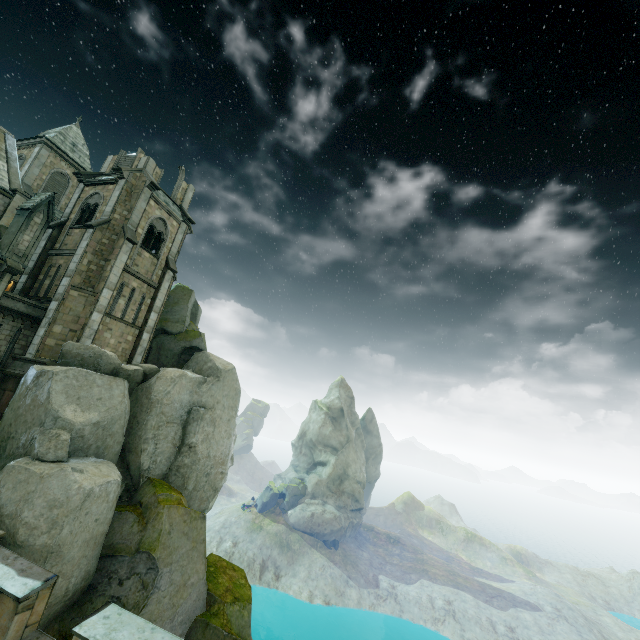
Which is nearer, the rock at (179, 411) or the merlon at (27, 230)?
the rock at (179, 411)

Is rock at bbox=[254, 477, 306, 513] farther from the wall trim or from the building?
the wall trim

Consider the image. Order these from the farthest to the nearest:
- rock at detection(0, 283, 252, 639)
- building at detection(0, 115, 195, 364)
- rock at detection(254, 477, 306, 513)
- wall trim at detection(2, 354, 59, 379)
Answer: rock at detection(254, 477, 306, 513) → building at detection(0, 115, 195, 364) → wall trim at detection(2, 354, 59, 379) → rock at detection(0, 283, 252, 639)

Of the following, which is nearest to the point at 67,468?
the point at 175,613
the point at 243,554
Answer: the point at 175,613

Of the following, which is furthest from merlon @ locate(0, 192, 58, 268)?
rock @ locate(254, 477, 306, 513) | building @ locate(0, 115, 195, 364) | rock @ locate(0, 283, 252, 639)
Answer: rock @ locate(254, 477, 306, 513)

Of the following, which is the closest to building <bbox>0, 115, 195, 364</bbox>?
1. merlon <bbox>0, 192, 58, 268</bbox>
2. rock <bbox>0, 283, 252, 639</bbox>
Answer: rock <bbox>0, 283, 252, 639</bbox>

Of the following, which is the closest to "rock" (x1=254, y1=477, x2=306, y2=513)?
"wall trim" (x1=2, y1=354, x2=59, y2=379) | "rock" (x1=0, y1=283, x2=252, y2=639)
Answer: "rock" (x1=0, y1=283, x2=252, y2=639)

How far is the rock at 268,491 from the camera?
54.75m
